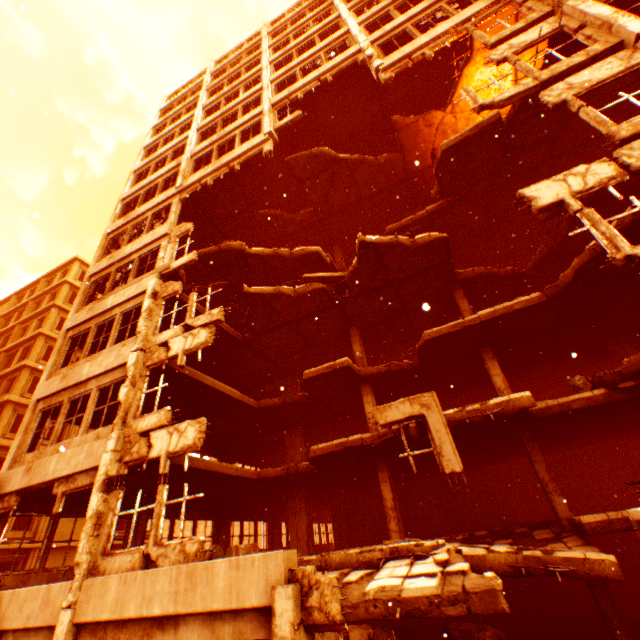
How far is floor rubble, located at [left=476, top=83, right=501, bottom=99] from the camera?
13.3m

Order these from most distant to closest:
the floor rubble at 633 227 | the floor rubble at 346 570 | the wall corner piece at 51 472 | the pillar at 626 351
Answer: the pillar at 626 351 → the wall corner piece at 51 472 → the floor rubble at 633 227 → the floor rubble at 346 570

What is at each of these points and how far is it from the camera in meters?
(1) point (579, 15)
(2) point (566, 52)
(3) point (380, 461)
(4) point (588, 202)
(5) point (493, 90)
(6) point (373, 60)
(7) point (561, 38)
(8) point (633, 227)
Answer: (1) pillar, 8.6
(2) floor rubble, 9.5
(3) pillar, 12.1
(4) floor rubble, 11.1
(5) floor rubble, 13.4
(6) pillar, 12.7
(7) floor rubble, 9.1
(8) floor rubble, 7.6

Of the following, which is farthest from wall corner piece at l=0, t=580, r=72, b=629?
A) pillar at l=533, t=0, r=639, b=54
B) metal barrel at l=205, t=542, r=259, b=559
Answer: pillar at l=533, t=0, r=639, b=54

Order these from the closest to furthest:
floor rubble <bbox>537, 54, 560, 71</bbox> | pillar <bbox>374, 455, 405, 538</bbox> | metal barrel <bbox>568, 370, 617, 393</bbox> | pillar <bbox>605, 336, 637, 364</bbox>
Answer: metal barrel <bbox>568, 370, 617, 393</bbox>
floor rubble <bbox>537, 54, 560, 71</bbox>
pillar <bbox>374, 455, 405, 538</bbox>
pillar <bbox>605, 336, 637, 364</bbox>

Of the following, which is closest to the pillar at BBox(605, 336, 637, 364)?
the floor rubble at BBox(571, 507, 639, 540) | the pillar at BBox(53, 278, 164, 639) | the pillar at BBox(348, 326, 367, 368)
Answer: the floor rubble at BBox(571, 507, 639, 540)

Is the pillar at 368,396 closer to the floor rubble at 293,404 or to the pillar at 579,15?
the floor rubble at 293,404
